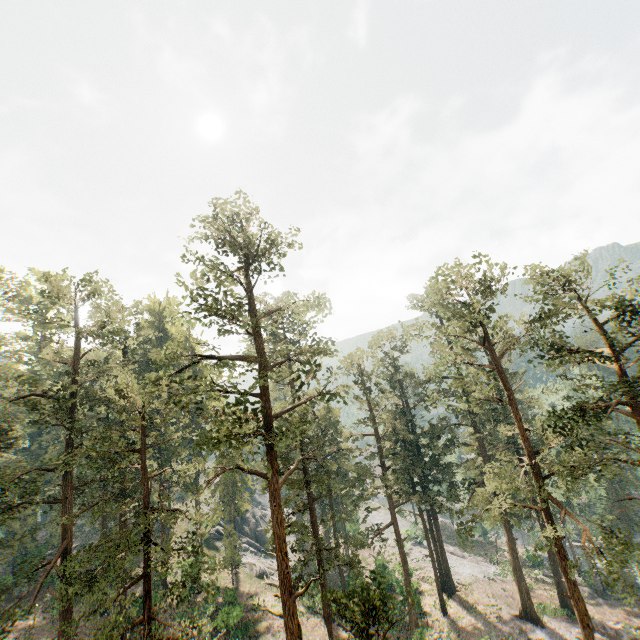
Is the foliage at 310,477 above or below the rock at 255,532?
above

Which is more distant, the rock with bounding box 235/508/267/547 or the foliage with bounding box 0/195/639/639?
the rock with bounding box 235/508/267/547

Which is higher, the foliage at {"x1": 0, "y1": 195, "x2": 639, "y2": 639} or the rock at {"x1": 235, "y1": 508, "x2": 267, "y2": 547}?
the foliage at {"x1": 0, "y1": 195, "x2": 639, "y2": 639}

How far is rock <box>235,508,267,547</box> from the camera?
52.22m

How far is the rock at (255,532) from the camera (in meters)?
52.22

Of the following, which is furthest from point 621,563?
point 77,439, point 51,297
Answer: point 77,439
